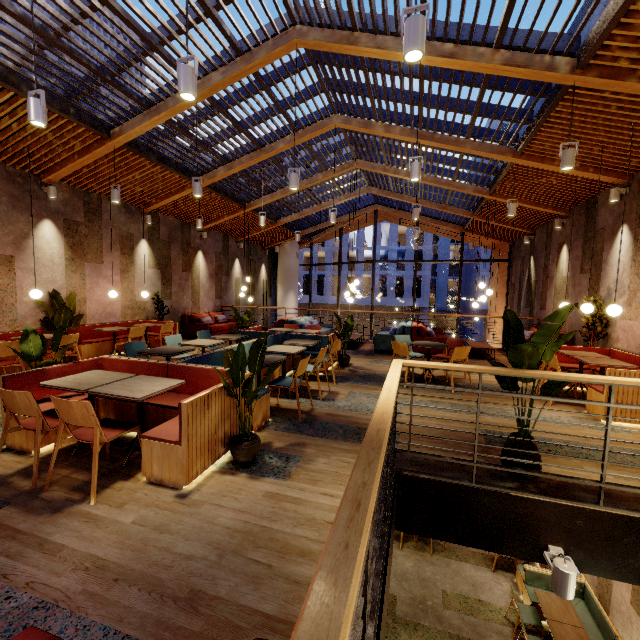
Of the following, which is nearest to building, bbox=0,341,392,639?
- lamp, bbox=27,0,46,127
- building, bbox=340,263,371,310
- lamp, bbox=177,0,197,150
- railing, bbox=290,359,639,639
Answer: railing, bbox=290,359,639,639

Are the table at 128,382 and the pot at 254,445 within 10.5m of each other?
yes

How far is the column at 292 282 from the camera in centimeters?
1766cm

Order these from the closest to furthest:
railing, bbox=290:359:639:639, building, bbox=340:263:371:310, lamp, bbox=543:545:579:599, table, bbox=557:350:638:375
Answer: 1. railing, bbox=290:359:639:639
2. lamp, bbox=543:545:579:599
3. table, bbox=557:350:638:375
4. building, bbox=340:263:371:310

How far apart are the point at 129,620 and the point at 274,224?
13.8m

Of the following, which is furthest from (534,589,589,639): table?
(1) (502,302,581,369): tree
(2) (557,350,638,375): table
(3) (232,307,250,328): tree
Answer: (3) (232,307,250,328): tree

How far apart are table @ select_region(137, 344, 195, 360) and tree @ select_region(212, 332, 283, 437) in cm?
203

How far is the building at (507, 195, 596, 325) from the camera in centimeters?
786cm
